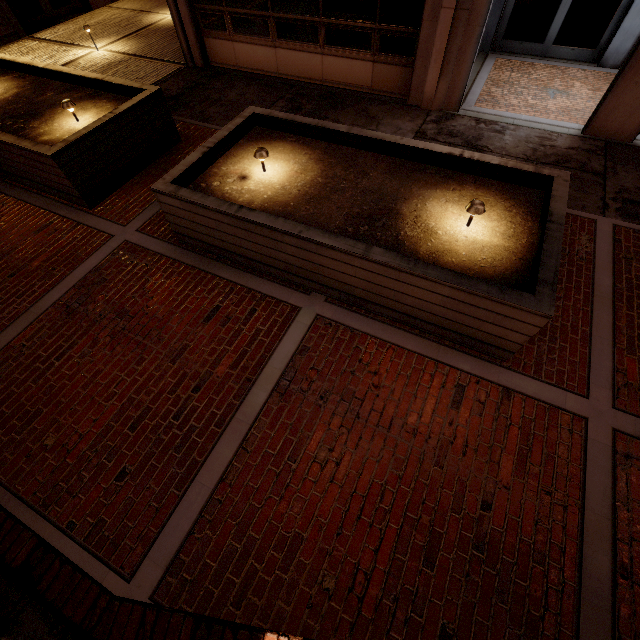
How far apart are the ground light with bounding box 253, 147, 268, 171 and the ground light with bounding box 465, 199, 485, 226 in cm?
278

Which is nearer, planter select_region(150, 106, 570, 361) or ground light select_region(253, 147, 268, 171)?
planter select_region(150, 106, 570, 361)

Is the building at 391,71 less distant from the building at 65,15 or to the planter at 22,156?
the planter at 22,156

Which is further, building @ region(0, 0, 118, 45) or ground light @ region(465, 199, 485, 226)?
building @ region(0, 0, 118, 45)

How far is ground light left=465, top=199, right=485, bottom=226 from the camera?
3.72m

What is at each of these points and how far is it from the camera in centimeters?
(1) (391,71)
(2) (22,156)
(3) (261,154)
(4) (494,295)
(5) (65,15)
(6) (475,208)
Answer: (1) building, 729cm
(2) planter, 527cm
(3) ground light, 452cm
(4) planter, 316cm
(5) building, 1208cm
(6) ground light, 372cm

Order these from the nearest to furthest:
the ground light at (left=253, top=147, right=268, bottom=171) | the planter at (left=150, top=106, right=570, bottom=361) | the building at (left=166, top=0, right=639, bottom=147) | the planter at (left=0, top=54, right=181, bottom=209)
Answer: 1. the planter at (left=150, top=106, right=570, bottom=361)
2. the ground light at (left=253, top=147, right=268, bottom=171)
3. the planter at (left=0, top=54, right=181, bottom=209)
4. the building at (left=166, top=0, right=639, bottom=147)

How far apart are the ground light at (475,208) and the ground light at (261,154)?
2.78m
